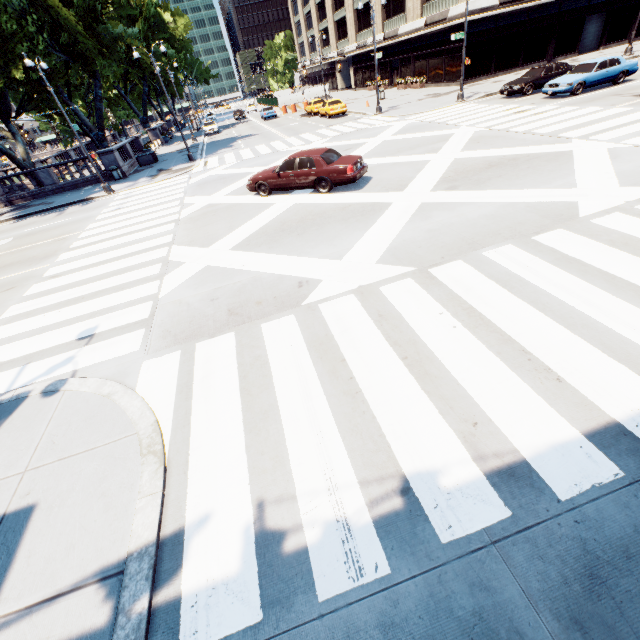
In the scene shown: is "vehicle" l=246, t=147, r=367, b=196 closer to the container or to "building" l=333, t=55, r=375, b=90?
the container

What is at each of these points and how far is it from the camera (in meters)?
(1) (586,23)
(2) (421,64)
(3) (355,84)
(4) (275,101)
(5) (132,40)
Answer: (1) building, 32.66
(2) building, 37.38
(3) building, 55.28
(4) fence, 48.59
(5) tree, 24.02

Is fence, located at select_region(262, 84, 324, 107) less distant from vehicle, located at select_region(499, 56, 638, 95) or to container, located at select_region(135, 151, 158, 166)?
container, located at select_region(135, 151, 158, 166)

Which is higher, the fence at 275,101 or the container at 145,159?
the fence at 275,101

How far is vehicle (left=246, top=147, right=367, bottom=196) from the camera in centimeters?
1232cm

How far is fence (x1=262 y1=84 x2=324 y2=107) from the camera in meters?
46.9

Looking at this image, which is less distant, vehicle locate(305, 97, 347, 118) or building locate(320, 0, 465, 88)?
vehicle locate(305, 97, 347, 118)

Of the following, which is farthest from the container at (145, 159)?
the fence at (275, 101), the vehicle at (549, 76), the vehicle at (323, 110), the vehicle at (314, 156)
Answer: the vehicle at (549, 76)
